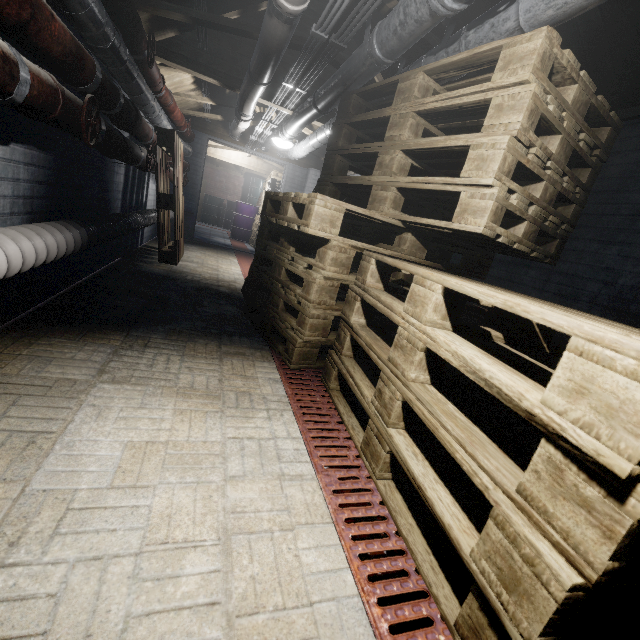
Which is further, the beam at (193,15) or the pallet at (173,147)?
the pallet at (173,147)

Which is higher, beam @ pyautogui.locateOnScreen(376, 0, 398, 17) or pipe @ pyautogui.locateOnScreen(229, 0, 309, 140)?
beam @ pyautogui.locateOnScreen(376, 0, 398, 17)

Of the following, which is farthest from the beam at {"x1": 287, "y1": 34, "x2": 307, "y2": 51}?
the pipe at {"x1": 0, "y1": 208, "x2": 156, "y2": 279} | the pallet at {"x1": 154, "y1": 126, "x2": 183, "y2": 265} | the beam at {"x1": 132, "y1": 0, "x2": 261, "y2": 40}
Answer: the pipe at {"x1": 0, "y1": 208, "x2": 156, "y2": 279}

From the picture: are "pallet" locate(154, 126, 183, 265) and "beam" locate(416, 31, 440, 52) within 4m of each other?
yes

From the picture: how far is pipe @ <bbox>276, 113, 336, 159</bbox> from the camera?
3.54m

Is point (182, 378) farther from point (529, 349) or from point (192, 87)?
point (192, 87)

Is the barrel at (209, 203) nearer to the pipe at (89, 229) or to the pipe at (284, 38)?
the pipe at (284, 38)

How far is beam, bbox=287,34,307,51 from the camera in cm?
270
